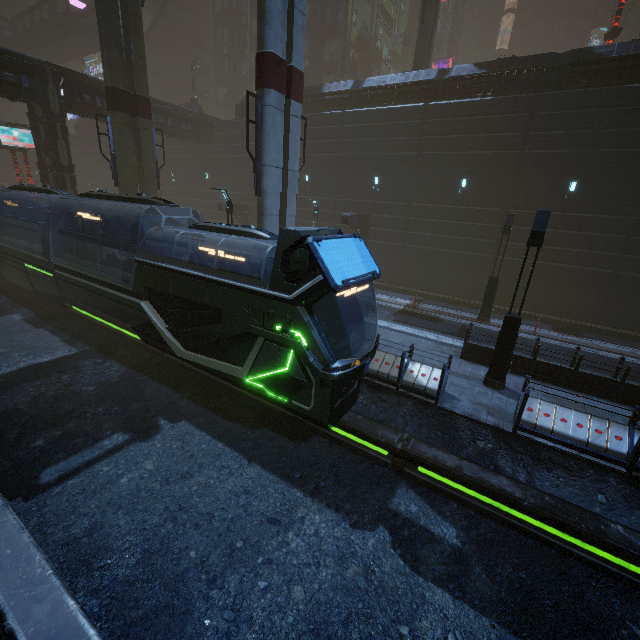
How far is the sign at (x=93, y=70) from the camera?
52.9 meters

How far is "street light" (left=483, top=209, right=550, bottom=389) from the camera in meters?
9.2 m

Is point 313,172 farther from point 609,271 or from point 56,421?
point 56,421

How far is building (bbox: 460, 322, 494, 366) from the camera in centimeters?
1211cm

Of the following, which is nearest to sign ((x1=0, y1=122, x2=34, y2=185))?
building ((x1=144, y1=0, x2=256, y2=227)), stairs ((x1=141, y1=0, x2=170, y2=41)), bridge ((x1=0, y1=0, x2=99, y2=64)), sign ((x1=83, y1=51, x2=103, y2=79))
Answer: building ((x1=144, y1=0, x2=256, y2=227))

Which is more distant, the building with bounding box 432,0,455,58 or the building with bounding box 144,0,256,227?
the building with bounding box 432,0,455,58

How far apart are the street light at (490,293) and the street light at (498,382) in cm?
668

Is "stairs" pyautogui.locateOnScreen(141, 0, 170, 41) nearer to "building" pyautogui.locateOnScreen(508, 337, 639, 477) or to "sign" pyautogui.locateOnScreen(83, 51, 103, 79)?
"building" pyautogui.locateOnScreen(508, 337, 639, 477)
